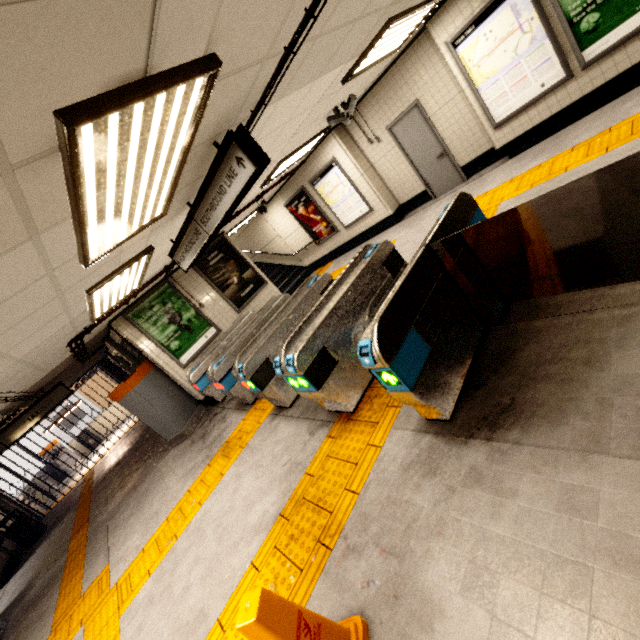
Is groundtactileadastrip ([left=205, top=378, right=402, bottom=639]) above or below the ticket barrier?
below

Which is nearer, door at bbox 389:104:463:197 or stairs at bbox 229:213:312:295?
door at bbox 389:104:463:197

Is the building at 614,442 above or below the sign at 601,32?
below

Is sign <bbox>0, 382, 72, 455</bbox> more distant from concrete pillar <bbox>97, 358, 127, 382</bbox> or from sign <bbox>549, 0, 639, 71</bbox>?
sign <bbox>549, 0, 639, 71</bbox>

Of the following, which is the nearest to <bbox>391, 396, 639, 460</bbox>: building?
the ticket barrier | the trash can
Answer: the ticket barrier

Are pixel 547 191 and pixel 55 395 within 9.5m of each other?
no

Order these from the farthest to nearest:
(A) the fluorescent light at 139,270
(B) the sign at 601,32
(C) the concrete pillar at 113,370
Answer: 1. (C) the concrete pillar at 113,370
2. (B) the sign at 601,32
3. (A) the fluorescent light at 139,270

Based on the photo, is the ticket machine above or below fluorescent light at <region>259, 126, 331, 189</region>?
below
